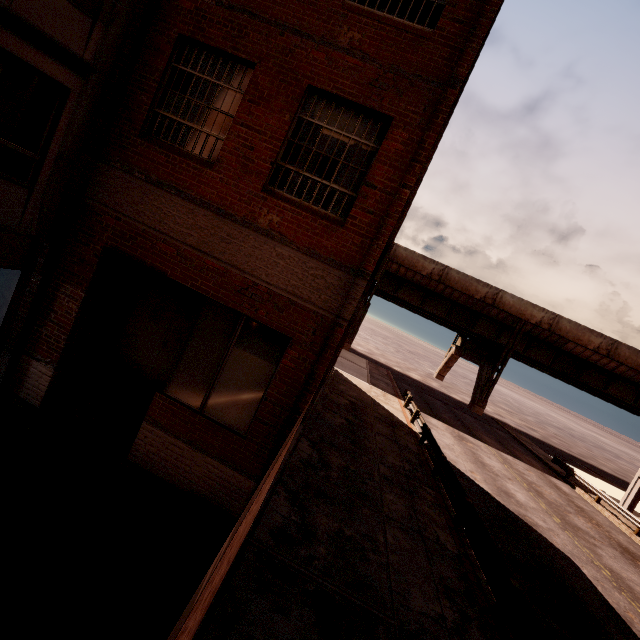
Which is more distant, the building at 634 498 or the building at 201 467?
the building at 634 498

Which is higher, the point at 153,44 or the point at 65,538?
the point at 153,44

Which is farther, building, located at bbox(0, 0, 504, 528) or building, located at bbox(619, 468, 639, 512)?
building, located at bbox(619, 468, 639, 512)
